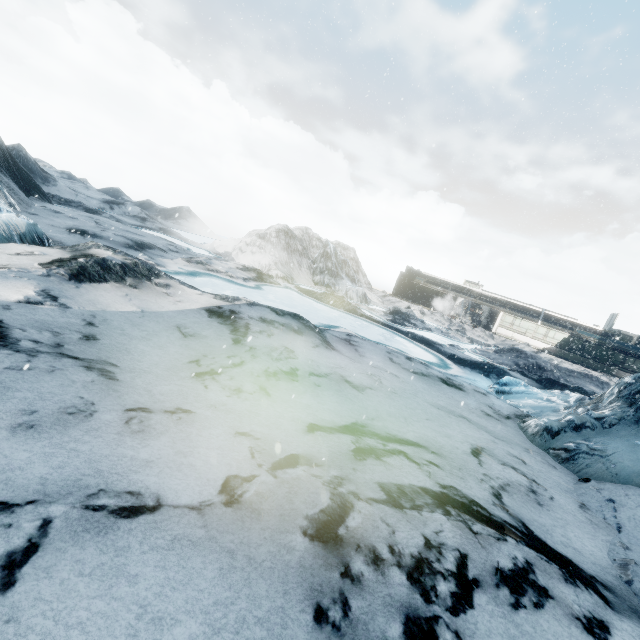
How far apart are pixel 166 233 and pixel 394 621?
39.27m
